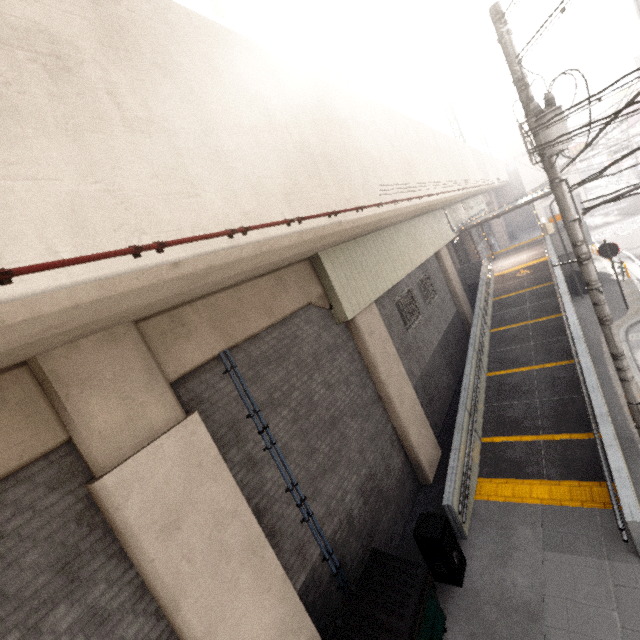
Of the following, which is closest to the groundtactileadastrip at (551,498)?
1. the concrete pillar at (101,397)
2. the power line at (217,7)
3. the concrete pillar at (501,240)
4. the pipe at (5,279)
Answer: the concrete pillar at (101,397)

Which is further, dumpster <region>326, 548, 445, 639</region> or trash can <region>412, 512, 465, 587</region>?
trash can <region>412, 512, 465, 587</region>

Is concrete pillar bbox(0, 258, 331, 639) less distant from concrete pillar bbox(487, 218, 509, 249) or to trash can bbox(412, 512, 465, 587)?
trash can bbox(412, 512, 465, 587)

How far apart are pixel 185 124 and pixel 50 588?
4.86m

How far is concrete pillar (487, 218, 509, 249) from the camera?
31.8m

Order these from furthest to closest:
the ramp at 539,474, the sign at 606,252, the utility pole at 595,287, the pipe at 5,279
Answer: the sign at 606,252 → the ramp at 539,474 → the utility pole at 595,287 → the pipe at 5,279

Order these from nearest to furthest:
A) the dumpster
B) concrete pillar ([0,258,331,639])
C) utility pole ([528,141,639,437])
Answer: concrete pillar ([0,258,331,639]), the dumpster, utility pole ([528,141,639,437])

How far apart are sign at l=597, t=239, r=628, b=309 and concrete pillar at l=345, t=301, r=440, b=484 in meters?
10.2
